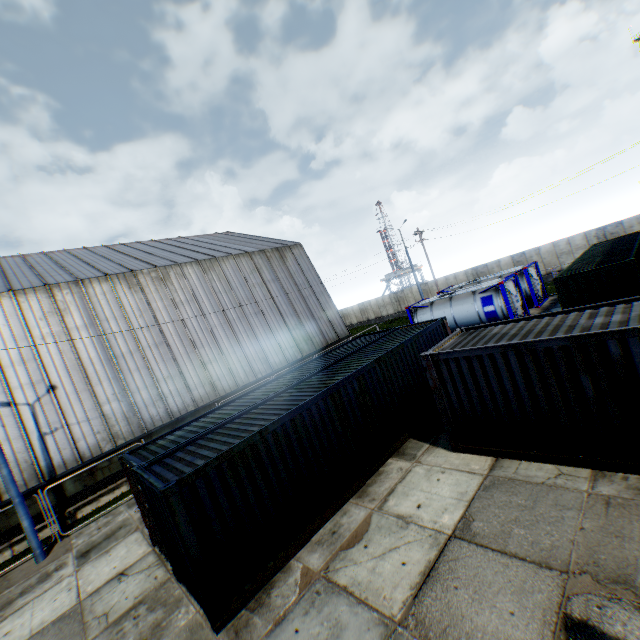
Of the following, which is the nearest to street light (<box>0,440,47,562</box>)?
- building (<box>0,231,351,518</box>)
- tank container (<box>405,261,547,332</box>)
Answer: building (<box>0,231,351,518</box>)

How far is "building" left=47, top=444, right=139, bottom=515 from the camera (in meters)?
14.55

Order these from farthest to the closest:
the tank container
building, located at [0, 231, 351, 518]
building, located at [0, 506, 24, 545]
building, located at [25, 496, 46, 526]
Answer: the tank container → building, located at [0, 231, 351, 518] → building, located at [25, 496, 46, 526] → building, located at [0, 506, 24, 545]

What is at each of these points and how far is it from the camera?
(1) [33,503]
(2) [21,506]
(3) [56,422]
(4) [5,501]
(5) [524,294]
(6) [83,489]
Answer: (1) building, 14.1 meters
(2) street light, 11.5 meters
(3) building, 15.5 meters
(4) building, 13.4 meters
(5) tank container, 23.0 meters
(6) building, 15.2 meters

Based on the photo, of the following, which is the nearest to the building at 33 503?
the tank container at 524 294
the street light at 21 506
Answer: the street light at 21 506
